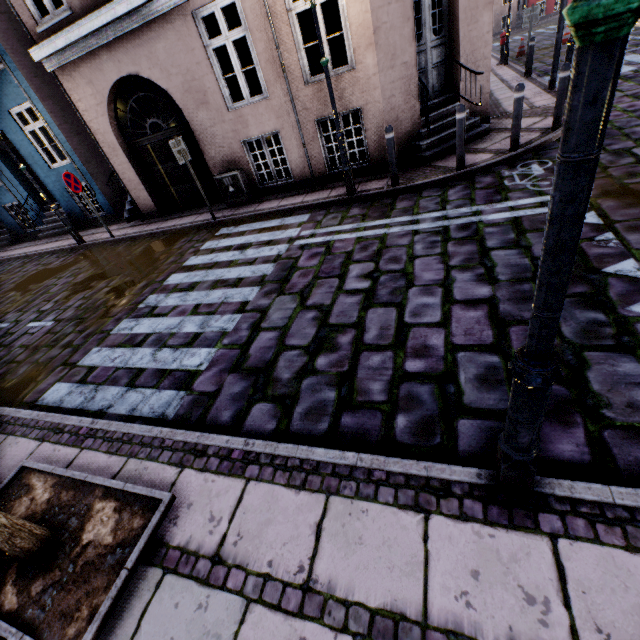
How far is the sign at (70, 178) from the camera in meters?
8.5

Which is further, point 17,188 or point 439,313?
point 17,188

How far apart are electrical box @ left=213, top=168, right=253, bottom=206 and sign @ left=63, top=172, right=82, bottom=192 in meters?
3.6

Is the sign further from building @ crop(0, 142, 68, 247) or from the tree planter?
the tree planter

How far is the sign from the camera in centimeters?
853cm

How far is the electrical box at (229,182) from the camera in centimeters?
836cm

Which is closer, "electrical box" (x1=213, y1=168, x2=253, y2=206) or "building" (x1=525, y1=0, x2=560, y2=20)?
"electrical box" (x1=213, y1=168, x2=253, y2=206)

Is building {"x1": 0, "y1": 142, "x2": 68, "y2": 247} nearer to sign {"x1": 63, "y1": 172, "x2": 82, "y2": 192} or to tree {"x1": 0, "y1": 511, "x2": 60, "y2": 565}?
sign {"x1": 63, "y1": 172, "x2": 82, "y2": 192}
